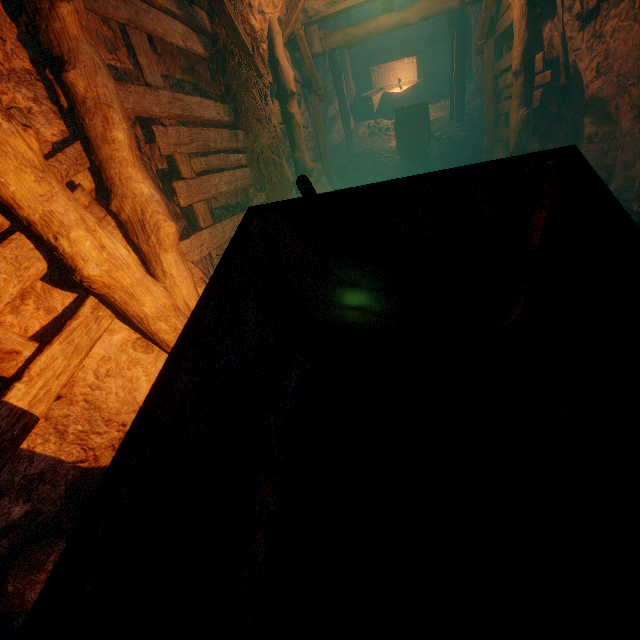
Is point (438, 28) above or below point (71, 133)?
below

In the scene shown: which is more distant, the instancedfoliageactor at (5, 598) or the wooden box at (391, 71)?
the wooden box at (391, 71)

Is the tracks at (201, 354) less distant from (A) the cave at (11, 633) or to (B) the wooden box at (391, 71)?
(A) the cave at (11, 633)

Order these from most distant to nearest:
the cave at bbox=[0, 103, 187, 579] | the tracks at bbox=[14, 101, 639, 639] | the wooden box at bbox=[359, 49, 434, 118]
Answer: the wooden box at bbox=[359, 49, 434, 118], the cave at bbox=[0, 103, 187, 579], the tracks at bbox=[14, 101, 639, 639]

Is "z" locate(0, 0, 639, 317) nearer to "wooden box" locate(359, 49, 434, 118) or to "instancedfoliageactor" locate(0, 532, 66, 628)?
"wooden box" locate(359, 49, 434, 118)

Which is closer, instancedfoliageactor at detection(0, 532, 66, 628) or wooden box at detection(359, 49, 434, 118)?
instancedfoliageactor at detection(0, 532, 66, 628)

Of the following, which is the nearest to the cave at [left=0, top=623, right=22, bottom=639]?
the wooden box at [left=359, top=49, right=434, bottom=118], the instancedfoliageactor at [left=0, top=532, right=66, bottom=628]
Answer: the instancedfoliageactor at [left=0, top=532, right=66, bottom=628]

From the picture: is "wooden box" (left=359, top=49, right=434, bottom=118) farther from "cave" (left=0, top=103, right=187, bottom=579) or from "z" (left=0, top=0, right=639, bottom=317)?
"cave" (left=0, top=103, right=187, bottom=579)
